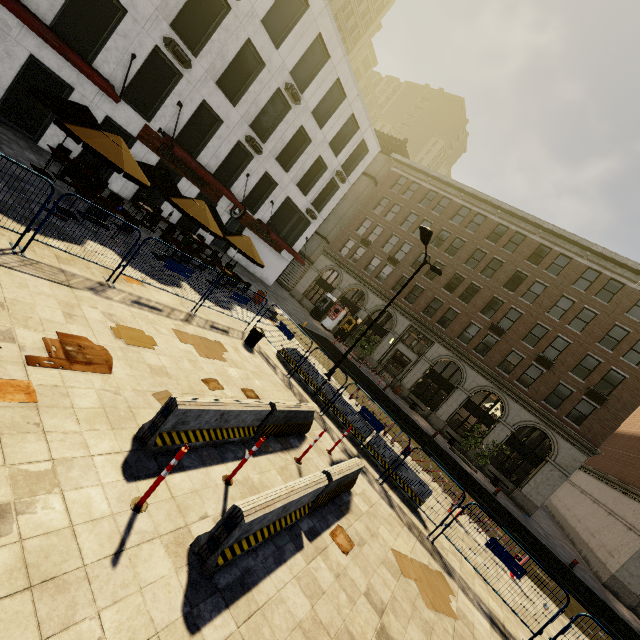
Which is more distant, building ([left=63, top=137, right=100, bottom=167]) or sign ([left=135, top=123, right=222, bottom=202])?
sign ([left=135, top=123, right=222, bottom=202])

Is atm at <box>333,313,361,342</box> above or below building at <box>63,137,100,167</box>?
above

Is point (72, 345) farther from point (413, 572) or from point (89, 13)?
point (89, 13)

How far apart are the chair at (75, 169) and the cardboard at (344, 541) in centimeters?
1468cm

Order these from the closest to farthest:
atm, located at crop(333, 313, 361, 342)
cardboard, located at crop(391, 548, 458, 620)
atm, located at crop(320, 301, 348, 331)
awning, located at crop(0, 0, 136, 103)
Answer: cardboard, located at crop(391, 548, 458, 620) → awning, located at crop(0, 0, 136, 103) → atm, located at crop(333, 313, 361, 342) → atm, located at crop(320, 301, 348, 331)

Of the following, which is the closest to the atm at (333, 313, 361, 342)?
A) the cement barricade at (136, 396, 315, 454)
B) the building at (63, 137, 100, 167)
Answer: the building at (63, 137, 100, 167)

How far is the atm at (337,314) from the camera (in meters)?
33.56

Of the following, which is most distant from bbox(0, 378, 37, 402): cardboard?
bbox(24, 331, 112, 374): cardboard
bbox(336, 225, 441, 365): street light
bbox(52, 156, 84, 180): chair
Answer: bbox(336, 225, 441, 365): street light
